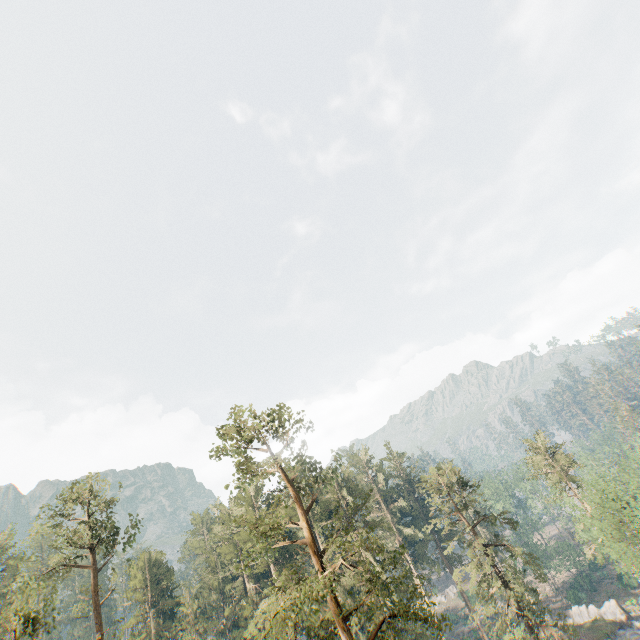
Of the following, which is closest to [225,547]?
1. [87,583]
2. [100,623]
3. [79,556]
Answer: [87,583]

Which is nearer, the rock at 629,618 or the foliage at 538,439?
the foliage at 538,439

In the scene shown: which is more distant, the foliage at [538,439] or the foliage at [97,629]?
the foliage at [538,439]

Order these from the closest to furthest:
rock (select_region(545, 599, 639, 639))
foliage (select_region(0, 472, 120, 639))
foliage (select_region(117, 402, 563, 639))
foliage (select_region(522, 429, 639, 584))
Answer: foliage (select_region(117, 402, 563, 639)), foliage (select_region(0, 472, 120, 639)), foliage (select_region(522, 429, 639, 584)), rock (select_region(545, 599, 639, 639))

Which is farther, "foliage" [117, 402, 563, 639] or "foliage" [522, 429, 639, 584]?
"foliage" [522, 429, 639, 584]

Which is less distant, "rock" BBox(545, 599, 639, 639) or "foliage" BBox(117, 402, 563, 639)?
"foliage" BBox(117, 402, 563, 639)
